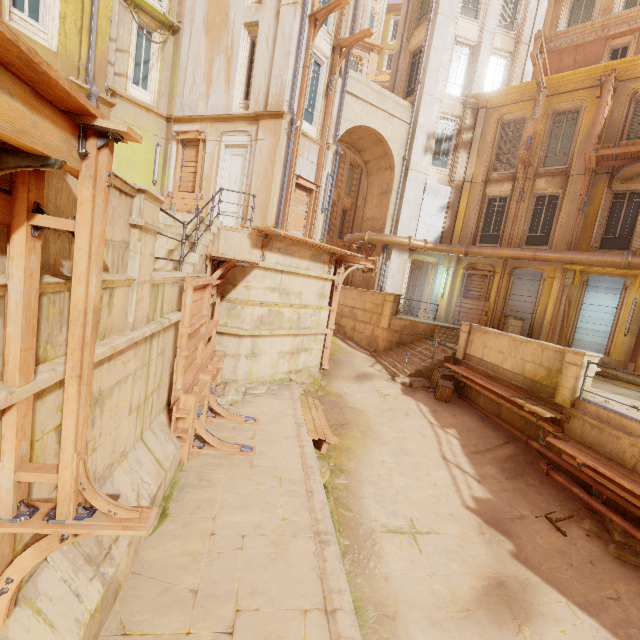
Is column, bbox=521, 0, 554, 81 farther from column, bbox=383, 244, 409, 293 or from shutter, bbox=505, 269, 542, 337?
shutter, bbox=505, 269, 542, 337

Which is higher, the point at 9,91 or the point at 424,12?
the point at 424,12

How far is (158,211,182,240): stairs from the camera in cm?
794

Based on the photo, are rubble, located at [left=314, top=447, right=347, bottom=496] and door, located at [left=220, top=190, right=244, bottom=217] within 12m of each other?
yes

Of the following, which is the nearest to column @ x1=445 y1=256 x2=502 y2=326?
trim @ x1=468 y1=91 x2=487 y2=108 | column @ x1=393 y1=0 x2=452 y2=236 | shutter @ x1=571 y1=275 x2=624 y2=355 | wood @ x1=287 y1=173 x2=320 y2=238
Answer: shutter @ x1=571 y1=275 x2=624 y2=355

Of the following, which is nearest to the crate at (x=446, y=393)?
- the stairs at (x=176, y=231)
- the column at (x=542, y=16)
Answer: the stairs at (x=176, y=231)

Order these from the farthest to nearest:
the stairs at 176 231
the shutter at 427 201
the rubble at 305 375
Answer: the shutter at 427 201, the rubble at 305 375, the stairs at 176 231

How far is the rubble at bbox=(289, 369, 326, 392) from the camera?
11.7 meters
